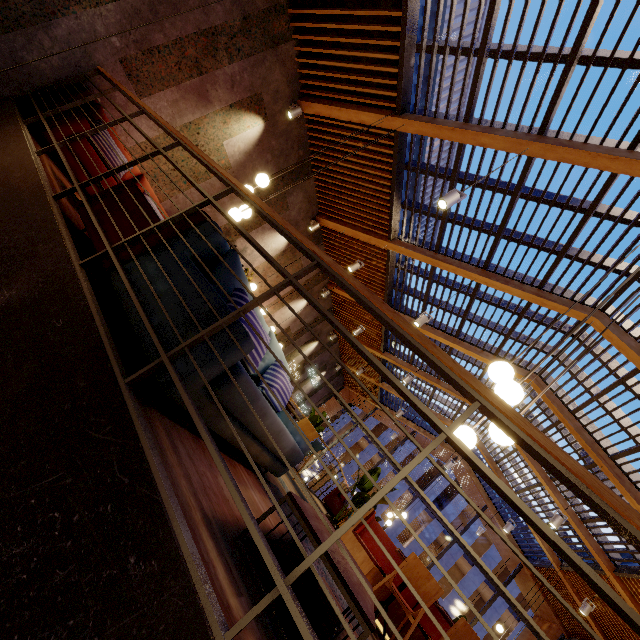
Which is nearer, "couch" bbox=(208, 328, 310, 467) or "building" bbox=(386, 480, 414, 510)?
"couch" bbox=(208, 328, 310, 467)

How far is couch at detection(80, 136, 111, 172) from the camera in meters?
3.9

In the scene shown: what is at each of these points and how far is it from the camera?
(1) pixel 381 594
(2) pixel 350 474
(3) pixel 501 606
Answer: (1) seat, 4.32m
(2) building, 30.23m
(3) building, 23.84m

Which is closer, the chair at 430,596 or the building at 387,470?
the chair at 430,596

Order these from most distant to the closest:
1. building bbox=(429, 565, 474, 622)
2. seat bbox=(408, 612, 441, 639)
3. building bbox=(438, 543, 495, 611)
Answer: building bbox=(438, 543, 495, 611)
building bbox=(429, 565, 474, 622)
seat bbox=(408, 612, 441, 639)

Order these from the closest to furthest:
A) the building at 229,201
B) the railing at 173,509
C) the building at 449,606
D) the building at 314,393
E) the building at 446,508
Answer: the railing at 173,509 < the building at 229,201 < the building at 314,393 < the building at 449,606 < the building at 446,508

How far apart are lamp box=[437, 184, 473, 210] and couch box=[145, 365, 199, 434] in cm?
270
